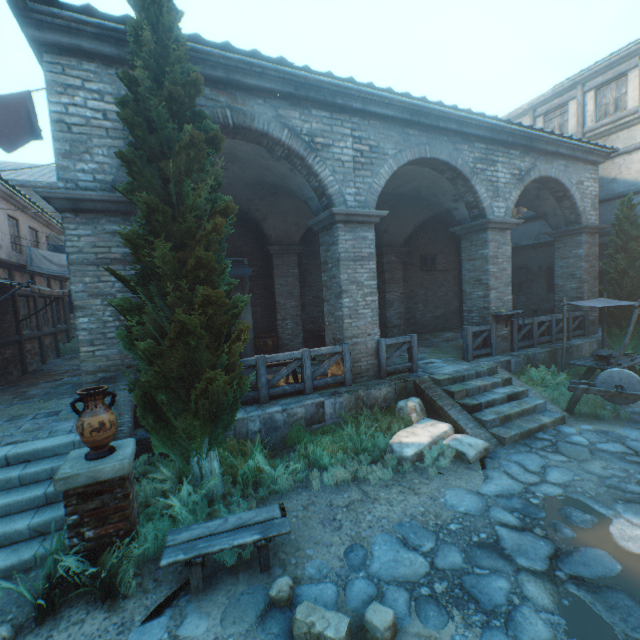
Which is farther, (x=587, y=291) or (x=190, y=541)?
(x=587, y=291)

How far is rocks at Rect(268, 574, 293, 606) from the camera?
3.2 meters

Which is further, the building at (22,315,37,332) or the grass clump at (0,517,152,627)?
the building at (22,315,37,332)

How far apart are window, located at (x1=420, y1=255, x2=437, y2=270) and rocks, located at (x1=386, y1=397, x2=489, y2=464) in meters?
9.3

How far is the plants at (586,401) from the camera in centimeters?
714cm

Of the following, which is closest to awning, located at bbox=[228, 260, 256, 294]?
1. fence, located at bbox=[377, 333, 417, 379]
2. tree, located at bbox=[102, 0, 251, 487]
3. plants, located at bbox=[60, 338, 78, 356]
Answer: tree, located at bbox=[102, 0, 251, 487]

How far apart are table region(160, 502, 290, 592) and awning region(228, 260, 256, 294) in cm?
696

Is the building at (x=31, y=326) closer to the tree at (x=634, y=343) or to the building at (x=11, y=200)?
the building at (x=11, y=200)
